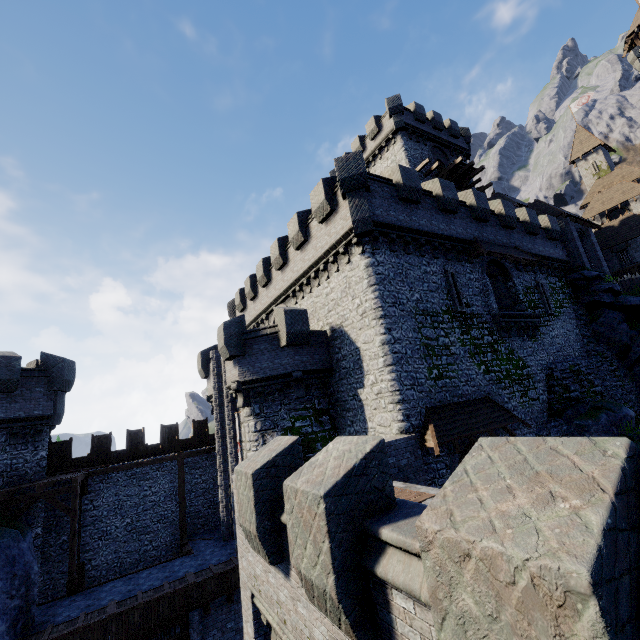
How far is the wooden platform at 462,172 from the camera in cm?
2851

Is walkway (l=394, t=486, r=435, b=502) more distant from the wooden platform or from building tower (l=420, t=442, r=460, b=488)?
the wooden platform

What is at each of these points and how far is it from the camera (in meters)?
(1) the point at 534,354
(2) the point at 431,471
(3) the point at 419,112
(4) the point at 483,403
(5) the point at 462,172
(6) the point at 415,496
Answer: (1) building tower, 18.83
(2) building tower, 12.52
(3) building, 30.41
(4) awning, 15.01
(5) wooden platform, 29.47
(6) walkway, 8.27

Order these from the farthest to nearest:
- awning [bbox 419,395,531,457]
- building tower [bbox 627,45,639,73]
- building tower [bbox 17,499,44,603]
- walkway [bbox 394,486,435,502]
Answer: building tower [bbox 627,45,639,73]
building tower [bbox 17,499,44,603]
awning [bbox 419,395,531,457]
walkway [bbox 394,486,435,502]

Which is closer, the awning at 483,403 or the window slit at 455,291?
the awning at 483,403

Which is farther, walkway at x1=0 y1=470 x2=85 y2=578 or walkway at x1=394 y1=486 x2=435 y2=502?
walkway at x1=0 y1=470 x2=85 y2=578

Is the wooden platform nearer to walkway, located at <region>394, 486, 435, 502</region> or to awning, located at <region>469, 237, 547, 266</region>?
awning, located at <region>469, 237, 547, 266</region>

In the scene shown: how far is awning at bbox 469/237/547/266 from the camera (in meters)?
17.58
